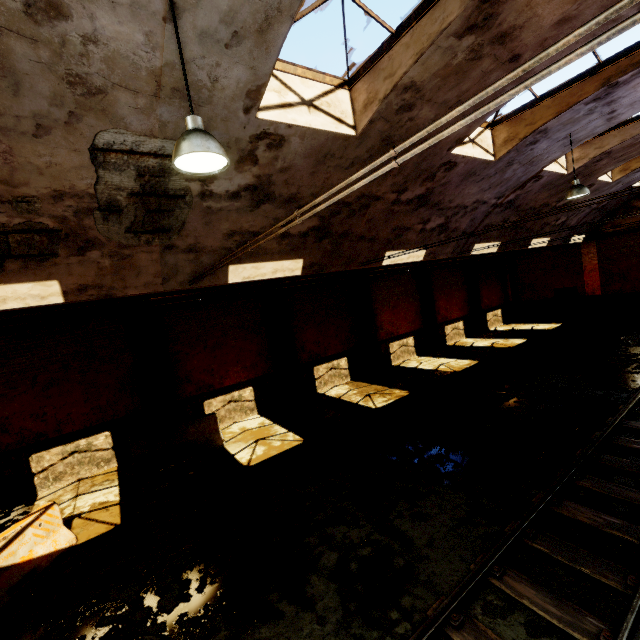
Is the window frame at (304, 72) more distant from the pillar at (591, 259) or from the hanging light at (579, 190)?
the pillar at (591, 259)

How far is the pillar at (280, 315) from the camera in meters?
13.5 m

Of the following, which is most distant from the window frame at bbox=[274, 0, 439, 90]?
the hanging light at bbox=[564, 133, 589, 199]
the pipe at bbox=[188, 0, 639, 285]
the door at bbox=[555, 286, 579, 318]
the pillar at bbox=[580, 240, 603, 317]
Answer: the door at bbox=[555, 286, 579, 318]

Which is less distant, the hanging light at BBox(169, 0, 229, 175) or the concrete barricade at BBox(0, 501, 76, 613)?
the hanging light at BBox(169, 0, 229, 175)

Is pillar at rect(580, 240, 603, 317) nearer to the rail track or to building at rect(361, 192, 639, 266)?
building at rect(361, 192, 639, 266)

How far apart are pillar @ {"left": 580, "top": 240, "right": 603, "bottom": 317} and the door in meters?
0.4

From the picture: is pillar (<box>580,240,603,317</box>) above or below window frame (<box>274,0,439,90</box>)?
below

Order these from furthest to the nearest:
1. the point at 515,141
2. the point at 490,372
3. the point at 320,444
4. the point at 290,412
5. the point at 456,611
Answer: the point at 490,372 < the point at 290,412 < the point at 320,444 < the point at 515,141 < the point at 456,611
